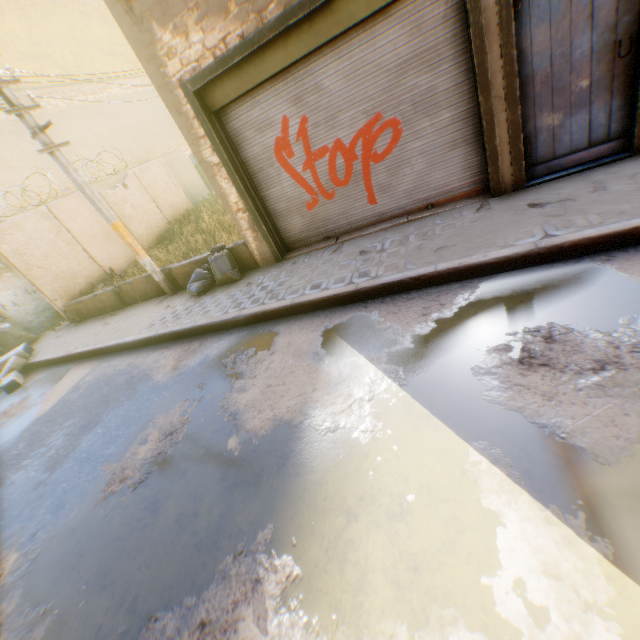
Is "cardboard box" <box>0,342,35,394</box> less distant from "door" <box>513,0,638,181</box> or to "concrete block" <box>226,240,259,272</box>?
"concrete block" <box>226,240,259,272</box>

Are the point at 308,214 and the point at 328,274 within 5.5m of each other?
yes

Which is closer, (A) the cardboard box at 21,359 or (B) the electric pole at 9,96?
(B) the electric pole at 9,96

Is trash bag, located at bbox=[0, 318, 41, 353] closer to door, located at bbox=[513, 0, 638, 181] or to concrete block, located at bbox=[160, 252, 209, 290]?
concrete block, located at bbox=[160, 252, 209, 290]

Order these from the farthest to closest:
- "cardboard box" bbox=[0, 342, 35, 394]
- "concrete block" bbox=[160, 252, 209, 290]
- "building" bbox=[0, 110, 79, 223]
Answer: "building" bbox=[0, 110, 79, 223], "cardboard box" bbox=[0, 342, 35, 394], "concrete block" bbox=[160, 252, 209, 290]

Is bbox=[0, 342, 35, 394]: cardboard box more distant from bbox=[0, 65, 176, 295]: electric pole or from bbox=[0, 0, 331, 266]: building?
bbox=[0, 65, 176, 295]: electric pole

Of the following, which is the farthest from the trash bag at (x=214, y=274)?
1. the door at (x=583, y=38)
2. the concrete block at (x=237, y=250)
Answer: the door at (x=583, y=38)
